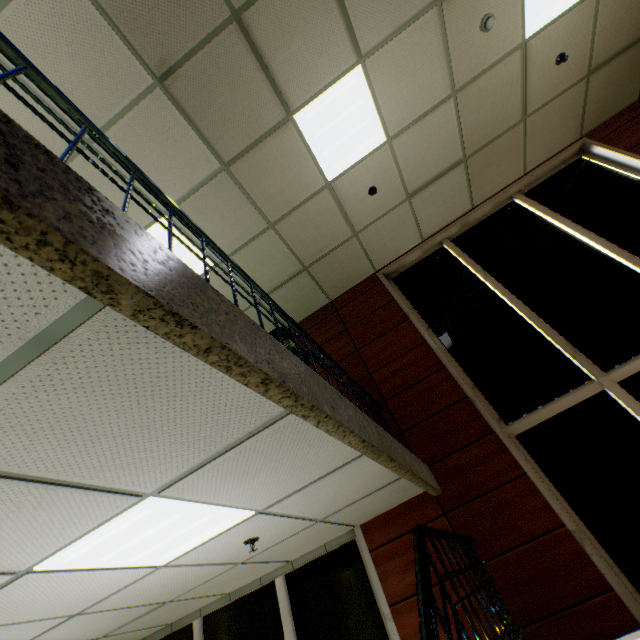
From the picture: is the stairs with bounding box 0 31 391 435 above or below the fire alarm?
below

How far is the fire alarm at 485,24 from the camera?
3.7 meters

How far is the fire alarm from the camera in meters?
3.7

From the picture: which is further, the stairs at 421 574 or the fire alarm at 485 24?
the fire alarm at 485 24

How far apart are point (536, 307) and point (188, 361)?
4.8m

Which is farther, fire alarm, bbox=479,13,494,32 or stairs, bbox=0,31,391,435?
fire alarm, bbox=479,13,494,32
